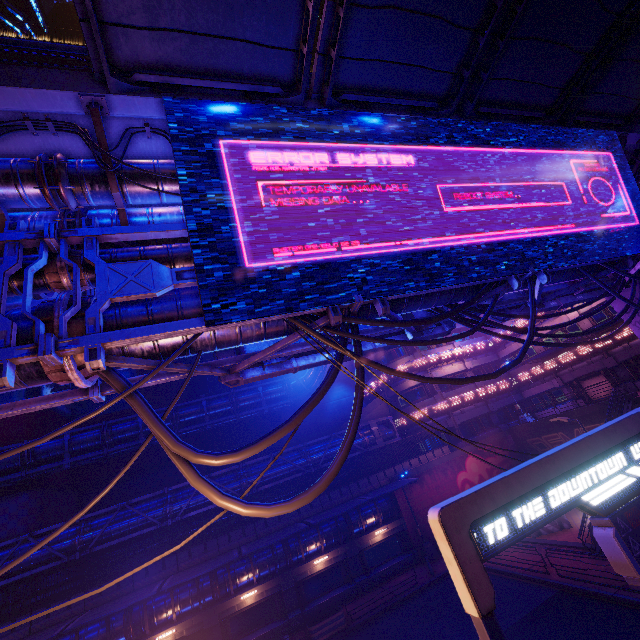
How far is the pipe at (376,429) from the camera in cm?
2612

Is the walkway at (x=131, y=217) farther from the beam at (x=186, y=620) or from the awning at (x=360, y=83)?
the beam at (x=186, y=620)

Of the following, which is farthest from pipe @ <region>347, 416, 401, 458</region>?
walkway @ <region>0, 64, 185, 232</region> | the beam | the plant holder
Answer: walkway @ <region>0, 64, 185, 232</region>

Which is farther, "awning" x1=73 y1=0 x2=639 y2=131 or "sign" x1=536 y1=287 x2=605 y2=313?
"sign" x1=536 y1=287 x2=605 y2=313

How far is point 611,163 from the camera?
10.41m

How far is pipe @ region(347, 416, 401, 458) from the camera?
26.12m

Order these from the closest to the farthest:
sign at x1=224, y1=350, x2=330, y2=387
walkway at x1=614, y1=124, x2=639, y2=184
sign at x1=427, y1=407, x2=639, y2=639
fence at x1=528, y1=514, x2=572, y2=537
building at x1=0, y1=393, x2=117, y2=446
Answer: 1. sign at x1=427, y1=407, x2=639, y2=639
2. sign at x1=224, y1=350, x2=330, y2=387
3. walkway at x1=614, y1=124, x2=639, y2=184
4. fence at x1=528, y1=514, x2=572, y2=537
5. building at x1=0, y1=393, x2=117, y2=446
